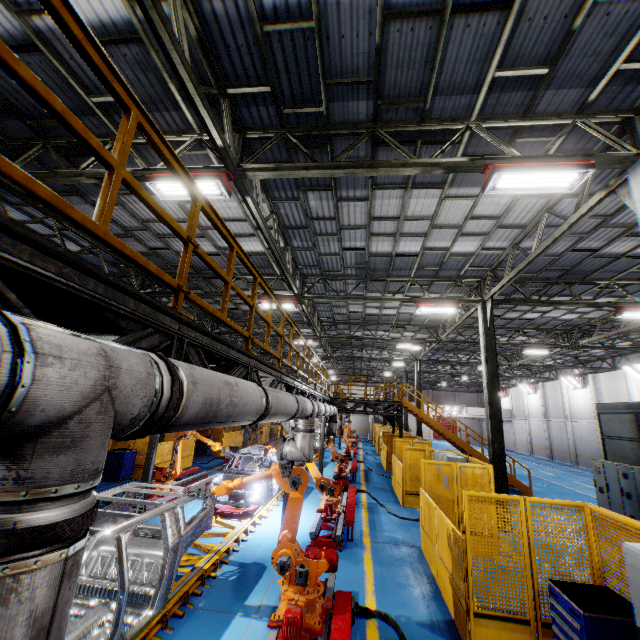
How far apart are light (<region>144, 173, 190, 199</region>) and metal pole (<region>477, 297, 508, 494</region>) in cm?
1018

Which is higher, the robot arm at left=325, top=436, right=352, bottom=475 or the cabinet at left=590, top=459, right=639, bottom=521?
the robot arm at left=325, top=436, right=352, bottom=475

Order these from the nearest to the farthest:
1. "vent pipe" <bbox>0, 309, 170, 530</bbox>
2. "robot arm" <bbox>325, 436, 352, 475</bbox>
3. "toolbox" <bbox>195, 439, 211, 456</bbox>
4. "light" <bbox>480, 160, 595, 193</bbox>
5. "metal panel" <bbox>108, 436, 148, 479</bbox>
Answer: "vent pipe" <bbox>0, 309, 170, 530</bbox>
"light" <bbox>480, 160, 595, 193</bbox>
"metal panel" <bbox>108, 436, 148, 479</bbox>
"robot arm" <bbox>325, 436, 352, 475</bbox>
"toolbox" <bbox>195, 439, 211, 456</bbox>

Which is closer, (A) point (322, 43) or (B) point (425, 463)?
(A) point (322, 43)

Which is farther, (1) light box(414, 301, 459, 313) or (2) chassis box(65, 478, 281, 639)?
(1) light box(414, 301, 459, 313)

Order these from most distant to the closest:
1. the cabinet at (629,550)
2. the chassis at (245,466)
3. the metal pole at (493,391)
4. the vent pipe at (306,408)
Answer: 1. the metal pole at (493,391)
2. the chassis at (245,466)
3. the vent pipe at (306,408)
4. the cabinet at (629,550)

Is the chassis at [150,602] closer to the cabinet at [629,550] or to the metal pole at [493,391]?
the cabinet at [629,550]

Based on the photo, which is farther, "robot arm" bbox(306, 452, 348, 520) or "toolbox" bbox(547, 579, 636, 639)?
"robot arm" bbox(306, 452, 348, 520)
